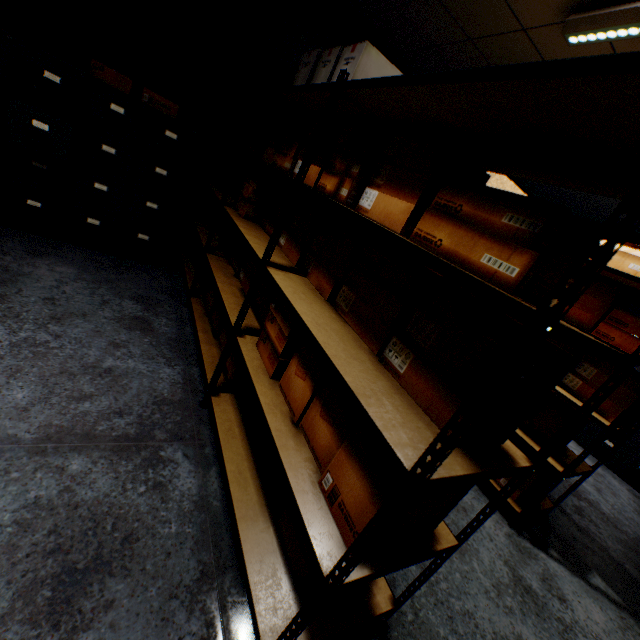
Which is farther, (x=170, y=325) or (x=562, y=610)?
(x=170, y=325)

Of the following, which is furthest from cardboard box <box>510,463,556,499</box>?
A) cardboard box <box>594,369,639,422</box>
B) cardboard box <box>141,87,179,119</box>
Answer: cardboard box <box>141,87,179,119</box>

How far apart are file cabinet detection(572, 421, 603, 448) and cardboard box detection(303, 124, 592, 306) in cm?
459

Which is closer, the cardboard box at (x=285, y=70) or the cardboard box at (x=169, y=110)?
the cardboard box at (x=285, y=70)

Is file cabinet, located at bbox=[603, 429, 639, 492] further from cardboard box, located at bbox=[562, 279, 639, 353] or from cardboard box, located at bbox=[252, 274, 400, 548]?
cardboard box, located at bbox=[252, 274, 400, 548]

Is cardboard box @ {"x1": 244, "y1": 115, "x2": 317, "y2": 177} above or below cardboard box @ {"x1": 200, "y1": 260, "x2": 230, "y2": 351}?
above

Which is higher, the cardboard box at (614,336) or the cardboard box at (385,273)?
the cardboard box at (614,336)

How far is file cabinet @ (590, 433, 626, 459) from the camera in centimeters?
416cm
